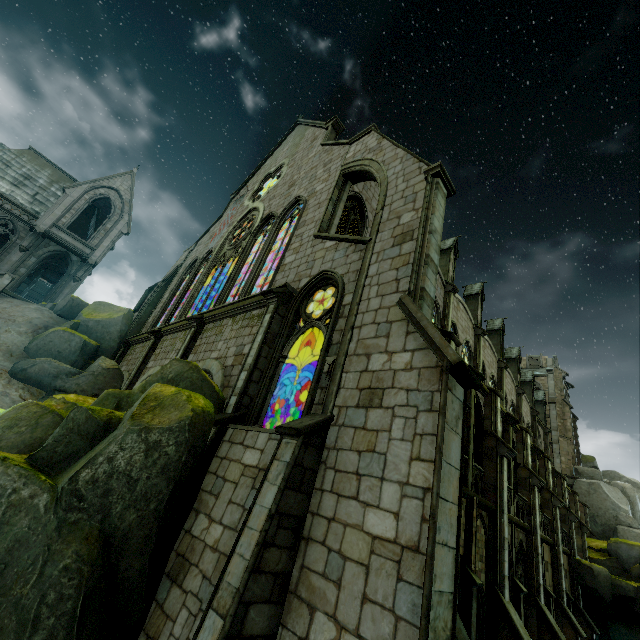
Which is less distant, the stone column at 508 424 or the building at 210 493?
the building at 210 493

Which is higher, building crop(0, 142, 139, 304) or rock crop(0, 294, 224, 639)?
building crop(0, 142, 139, 304)

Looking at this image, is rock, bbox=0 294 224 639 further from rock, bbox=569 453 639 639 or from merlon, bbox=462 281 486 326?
merlon, bbox=462 281 486 326

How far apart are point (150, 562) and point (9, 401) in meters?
12.6

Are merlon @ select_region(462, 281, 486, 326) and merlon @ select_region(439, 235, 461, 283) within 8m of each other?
yes

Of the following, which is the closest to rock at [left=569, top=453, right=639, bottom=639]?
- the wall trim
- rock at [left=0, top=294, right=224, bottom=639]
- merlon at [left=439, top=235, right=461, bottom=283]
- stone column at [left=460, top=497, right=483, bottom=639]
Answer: rock at [left=0, top=294, right=224, bottom=639]

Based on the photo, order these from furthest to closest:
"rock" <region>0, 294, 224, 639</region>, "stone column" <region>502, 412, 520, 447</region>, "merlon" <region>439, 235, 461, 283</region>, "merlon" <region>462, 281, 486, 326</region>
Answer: "merlon" <region>462, 281, 486, 326</region> < "merlon" <region>439, 235, 461, 283</region> < "stone column" <region>502, 412, 520, 447</region> < "rock" <region>0, 294, 224, 639</region>

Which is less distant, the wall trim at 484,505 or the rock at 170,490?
the rock at 170,490
